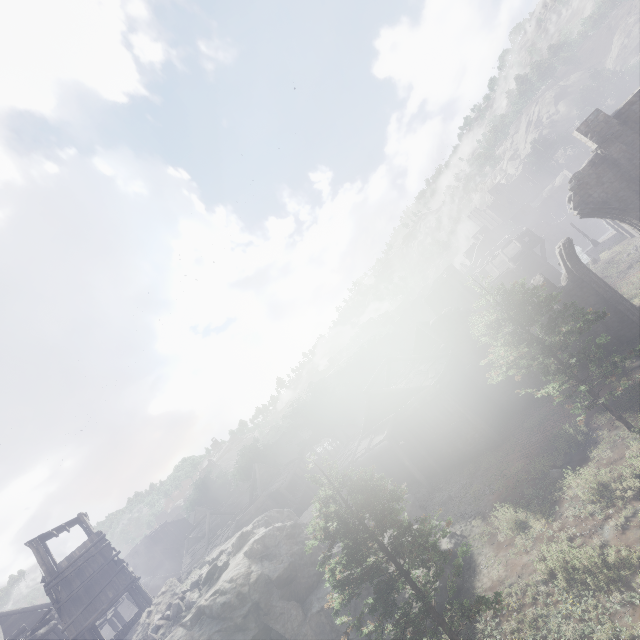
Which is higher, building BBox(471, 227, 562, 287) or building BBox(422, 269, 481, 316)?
building BBox(422, 269, 481, 316)

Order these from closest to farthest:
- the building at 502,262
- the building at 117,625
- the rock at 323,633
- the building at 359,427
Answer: the rock at 323,633 < the building at 117,625 < the building at 359,427 < the building at 502,262

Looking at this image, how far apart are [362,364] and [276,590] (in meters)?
34.01

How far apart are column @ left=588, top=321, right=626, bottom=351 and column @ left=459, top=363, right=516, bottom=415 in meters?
6.1 m

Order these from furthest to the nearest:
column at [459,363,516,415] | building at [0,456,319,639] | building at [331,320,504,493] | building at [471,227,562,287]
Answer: building at [471,227,562,287], column at [459,363,516,415], building at [331,320,504,493], building at [0,456,319,639]

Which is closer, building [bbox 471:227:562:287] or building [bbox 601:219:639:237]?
building [bbox 601:219:639:237]

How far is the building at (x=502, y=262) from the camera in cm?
3897

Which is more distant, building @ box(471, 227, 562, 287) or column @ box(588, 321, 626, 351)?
building @ box(471, 227, 562, 287)
